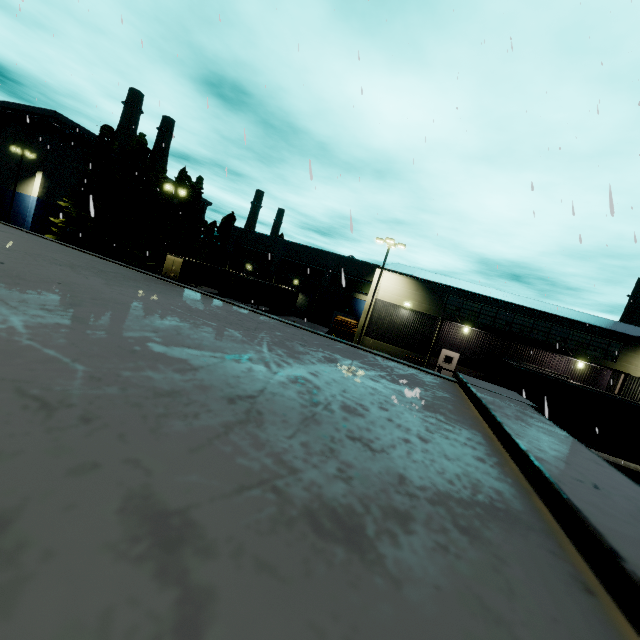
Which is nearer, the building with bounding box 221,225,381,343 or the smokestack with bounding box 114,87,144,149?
the building with bounding box 221,225,381,343

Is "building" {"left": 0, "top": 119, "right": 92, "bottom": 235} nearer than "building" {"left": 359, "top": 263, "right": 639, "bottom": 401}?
No

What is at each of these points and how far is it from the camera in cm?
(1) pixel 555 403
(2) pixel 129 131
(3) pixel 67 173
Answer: (1) semi trailer, 1625
(2) smokestack, 5534
(3) building, 4325

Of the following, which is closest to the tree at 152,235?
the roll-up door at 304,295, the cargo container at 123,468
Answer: the roll-up door at 304,295

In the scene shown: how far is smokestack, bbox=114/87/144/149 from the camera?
54.7 meters

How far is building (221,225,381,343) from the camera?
43.22m

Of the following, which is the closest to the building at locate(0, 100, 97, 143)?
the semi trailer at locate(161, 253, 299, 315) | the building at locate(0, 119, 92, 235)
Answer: the building at locate(0, 119, 92, 235)

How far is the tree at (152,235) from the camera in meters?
37.4
